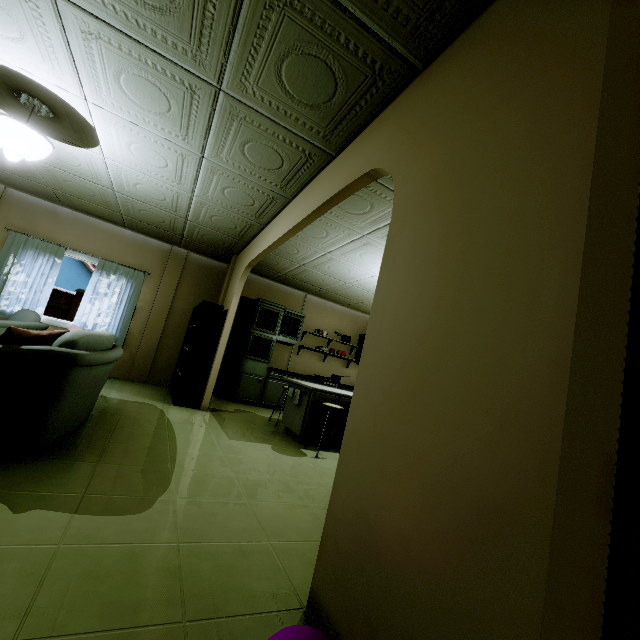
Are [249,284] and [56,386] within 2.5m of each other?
no

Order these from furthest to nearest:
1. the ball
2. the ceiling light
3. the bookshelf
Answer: the bookshelf
the ceiling light
the ball

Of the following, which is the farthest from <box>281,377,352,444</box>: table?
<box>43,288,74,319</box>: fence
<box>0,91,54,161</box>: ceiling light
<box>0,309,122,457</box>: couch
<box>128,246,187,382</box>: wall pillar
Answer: <box>43,288,74,319</box>: fence

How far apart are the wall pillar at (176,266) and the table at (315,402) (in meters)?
2.90

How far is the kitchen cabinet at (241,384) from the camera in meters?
6.7 m

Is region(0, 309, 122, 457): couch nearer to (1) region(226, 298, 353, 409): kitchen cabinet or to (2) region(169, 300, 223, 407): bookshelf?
(2) region(169, 300, 223, 407): bookshelf

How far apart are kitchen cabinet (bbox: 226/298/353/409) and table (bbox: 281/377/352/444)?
1.1 meters

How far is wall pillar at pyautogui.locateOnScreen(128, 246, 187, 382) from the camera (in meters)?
6.24
